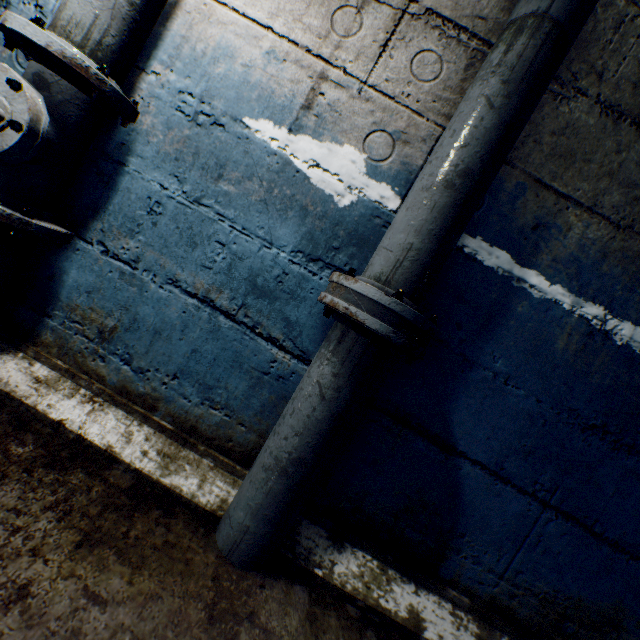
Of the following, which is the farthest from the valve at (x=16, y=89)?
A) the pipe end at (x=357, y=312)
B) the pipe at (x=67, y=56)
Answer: the pipe end at (x=357, y=312)

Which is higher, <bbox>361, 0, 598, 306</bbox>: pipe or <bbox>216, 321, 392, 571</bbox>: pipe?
<bbox>361, 0, 598, 306</bbox>: pipe

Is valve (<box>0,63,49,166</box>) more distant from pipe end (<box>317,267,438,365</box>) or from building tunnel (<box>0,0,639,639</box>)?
pipe end (<box>317,267,438,365</box>)

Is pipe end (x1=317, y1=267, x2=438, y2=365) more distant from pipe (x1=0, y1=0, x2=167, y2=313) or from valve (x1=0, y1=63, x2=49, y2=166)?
valve (x1=0, y1=63, x2=49, y2=166)

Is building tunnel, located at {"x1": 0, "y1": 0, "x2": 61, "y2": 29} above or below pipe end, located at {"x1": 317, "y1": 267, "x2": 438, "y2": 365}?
above

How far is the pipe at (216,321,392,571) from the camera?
0.97m

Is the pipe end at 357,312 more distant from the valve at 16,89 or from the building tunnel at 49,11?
the valve at 16,89

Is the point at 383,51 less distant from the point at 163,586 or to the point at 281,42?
the point at 281,42
